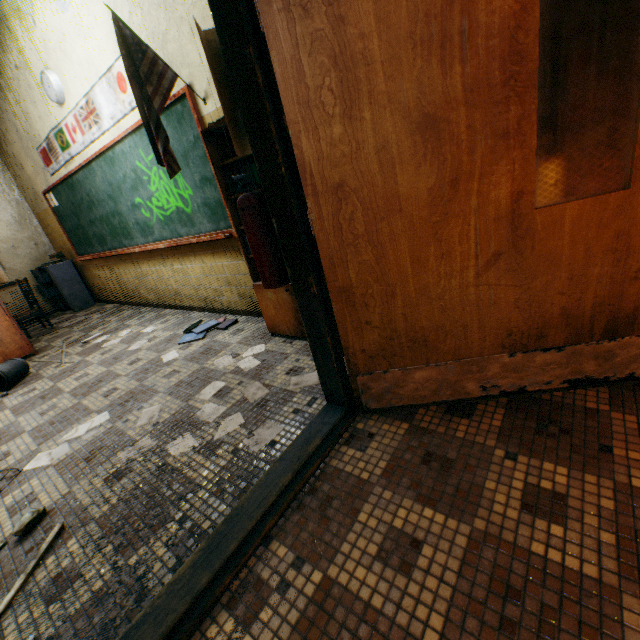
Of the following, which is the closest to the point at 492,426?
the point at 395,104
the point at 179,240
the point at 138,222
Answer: the point at 395,104

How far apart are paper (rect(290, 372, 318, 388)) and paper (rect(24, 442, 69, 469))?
1.5 meters

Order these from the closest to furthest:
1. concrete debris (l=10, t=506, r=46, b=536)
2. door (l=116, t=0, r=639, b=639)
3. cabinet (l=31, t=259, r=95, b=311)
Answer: door (l=116, t=0, r=639, b=639), concrete debris (l=10, t=506, r=46, b=536), cabinet (l=31, t=259, r=95, b=311)

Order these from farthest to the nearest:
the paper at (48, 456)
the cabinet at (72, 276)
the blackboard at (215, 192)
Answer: the cabinet at (72, 276) < the blackboard at (215, 192) < the paper at (48, 456)

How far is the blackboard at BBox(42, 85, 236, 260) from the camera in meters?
3.1

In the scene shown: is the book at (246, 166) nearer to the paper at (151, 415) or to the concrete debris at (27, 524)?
the paper at (151, 415)

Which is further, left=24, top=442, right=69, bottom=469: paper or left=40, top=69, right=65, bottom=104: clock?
left=40, top=69, right=65, bottom=104: clock

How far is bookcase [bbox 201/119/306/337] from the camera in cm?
250
